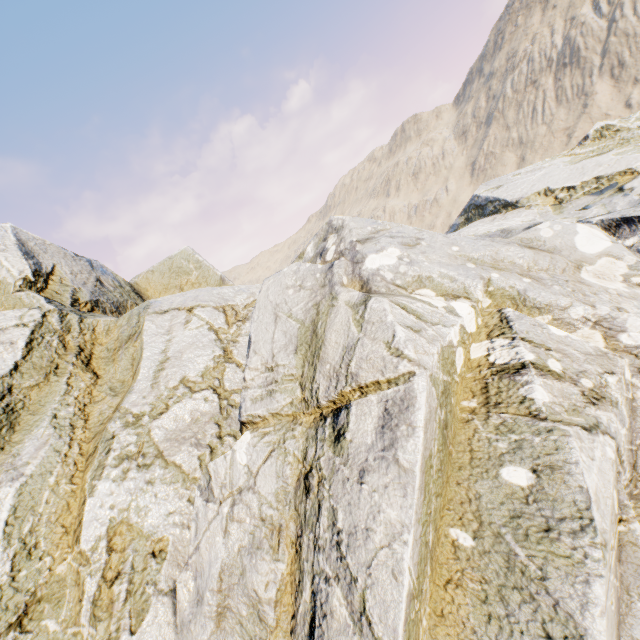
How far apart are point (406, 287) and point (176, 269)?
11.9m
